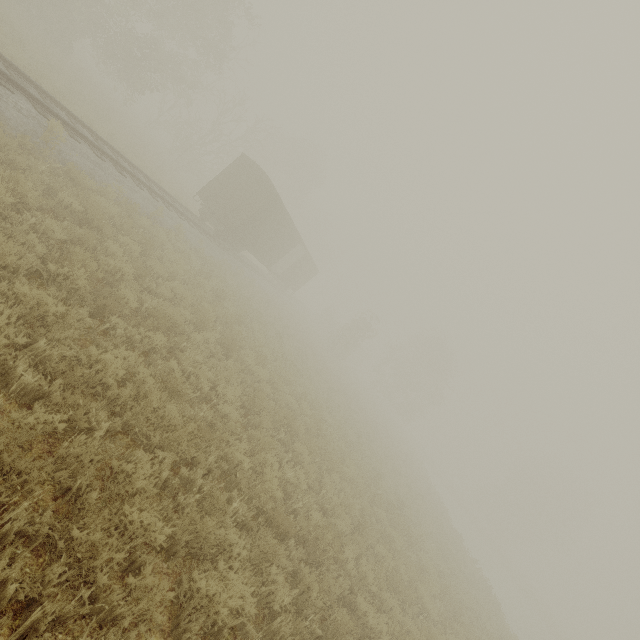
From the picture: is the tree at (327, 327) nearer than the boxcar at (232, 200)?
No

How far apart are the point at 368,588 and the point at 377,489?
6.7 meters

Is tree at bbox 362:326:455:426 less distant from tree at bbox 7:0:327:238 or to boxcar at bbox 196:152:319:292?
tree at bbox 7:0:327:238

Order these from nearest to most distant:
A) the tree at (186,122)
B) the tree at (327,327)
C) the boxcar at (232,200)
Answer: the boxcar at (232,200) < the tree at (186,122) < the tree at (327,327)

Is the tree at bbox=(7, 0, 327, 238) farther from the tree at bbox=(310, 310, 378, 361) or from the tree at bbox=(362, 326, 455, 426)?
the tree at bbox=(362, 326, 455, 426)

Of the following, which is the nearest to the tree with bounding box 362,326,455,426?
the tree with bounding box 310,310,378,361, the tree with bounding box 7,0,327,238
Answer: the tree with bounding box 7,0,327,238

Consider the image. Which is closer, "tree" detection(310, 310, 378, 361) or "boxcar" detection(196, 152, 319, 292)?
"boxcar" detection(196, 152, 319, 292)

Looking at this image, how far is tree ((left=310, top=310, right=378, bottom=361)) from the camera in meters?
37.3 m
